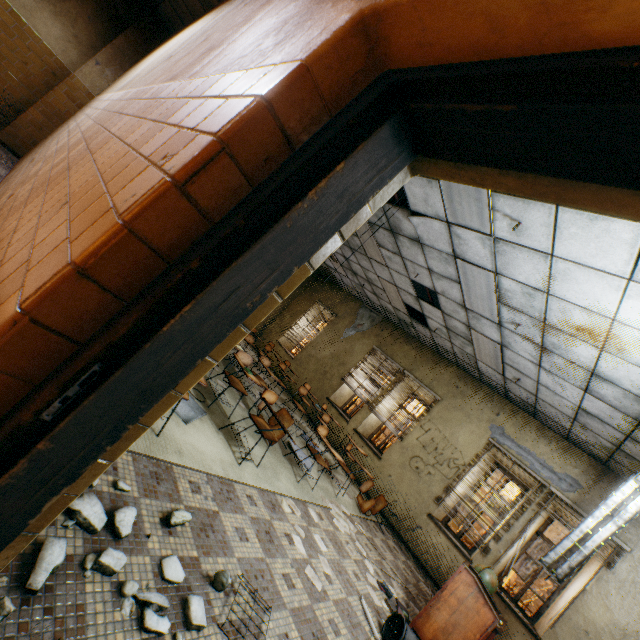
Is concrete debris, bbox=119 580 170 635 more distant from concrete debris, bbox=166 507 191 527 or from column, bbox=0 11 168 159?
column, bbox=0 11 168 159

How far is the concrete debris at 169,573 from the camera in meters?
1.8

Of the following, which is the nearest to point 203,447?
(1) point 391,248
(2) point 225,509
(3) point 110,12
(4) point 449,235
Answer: (2) point 225,509

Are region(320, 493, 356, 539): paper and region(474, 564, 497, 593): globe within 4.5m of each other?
yes

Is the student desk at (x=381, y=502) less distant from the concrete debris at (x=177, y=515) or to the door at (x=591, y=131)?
the concrete debris at (x=177, y=515)

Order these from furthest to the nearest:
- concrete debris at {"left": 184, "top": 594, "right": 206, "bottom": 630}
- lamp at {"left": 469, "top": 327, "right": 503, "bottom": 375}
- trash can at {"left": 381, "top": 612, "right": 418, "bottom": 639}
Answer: lamp at {"left": 469, "top": 327, "right": 503, "bottom": 375}, trash can at {"left": 381, "top": 612, "right": 418, "bottom": 639}, concrete debris at {"left": 184, "top": 594, "right": 206, "bottom": 630}

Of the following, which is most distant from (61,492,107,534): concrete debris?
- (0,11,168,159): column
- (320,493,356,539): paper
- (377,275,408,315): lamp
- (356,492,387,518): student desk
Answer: (0,11,168,159): column

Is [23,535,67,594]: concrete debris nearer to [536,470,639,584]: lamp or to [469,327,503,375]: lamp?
[536,470,639,584]: lamp
